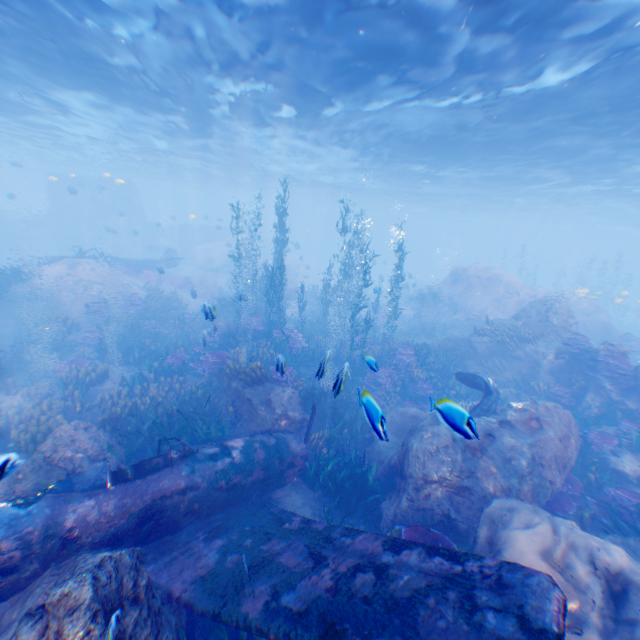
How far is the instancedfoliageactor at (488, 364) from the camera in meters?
14.7 m

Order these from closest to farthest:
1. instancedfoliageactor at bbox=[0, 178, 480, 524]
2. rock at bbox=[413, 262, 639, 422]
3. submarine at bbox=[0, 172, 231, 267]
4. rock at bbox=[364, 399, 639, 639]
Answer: rock at bbox=[364, 399, 639, 639] → instancedfoliageactor at bbox=[0, 178, 480, 524] → rock at bbox=[413, 262, 639, 422] → submarine at bbox=[0, 172, 231, 267]

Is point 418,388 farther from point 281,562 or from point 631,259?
point 631,259

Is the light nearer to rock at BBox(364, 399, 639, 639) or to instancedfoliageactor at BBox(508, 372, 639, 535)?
rock at BBox(364, 399, 639, 639)

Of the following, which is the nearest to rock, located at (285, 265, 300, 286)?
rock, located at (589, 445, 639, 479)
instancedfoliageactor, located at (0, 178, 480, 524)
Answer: instancedfoliageactor, located at (0, 178, 480, 524)

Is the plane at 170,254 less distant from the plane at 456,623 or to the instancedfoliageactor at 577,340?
the instancedfoliageactor at 577,340

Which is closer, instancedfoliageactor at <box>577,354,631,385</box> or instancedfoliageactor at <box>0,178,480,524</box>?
instancedfoliageactor at <box>0,178,480,524</box>

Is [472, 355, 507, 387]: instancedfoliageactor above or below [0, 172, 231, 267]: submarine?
below
